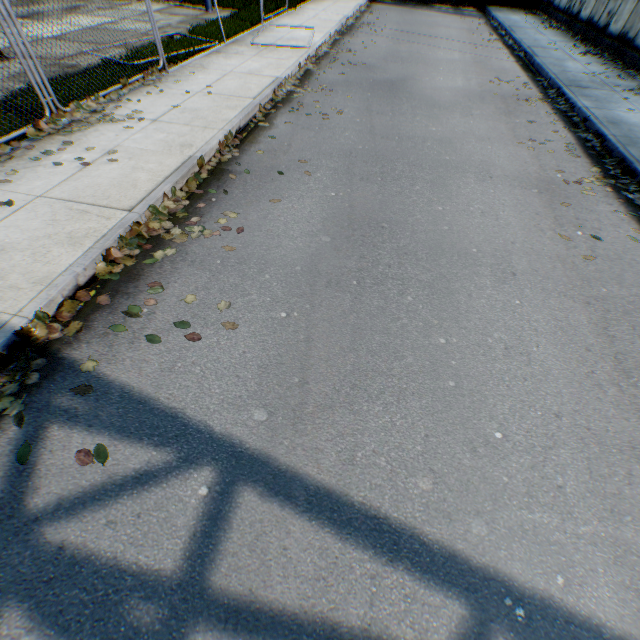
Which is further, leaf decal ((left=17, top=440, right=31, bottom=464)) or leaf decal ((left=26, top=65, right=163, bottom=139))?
leaf decal ((left=26, top=65, right=163, bottom=139))

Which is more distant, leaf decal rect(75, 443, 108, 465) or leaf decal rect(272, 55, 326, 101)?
leaf decal rect(272, 55, 326, 101)

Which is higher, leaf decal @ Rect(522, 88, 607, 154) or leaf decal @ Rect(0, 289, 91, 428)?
leaf decal @ Rect(522, 88, 607, 154)

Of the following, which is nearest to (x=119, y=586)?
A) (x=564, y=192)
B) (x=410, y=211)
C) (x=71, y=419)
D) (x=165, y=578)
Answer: (x=165, y=578)

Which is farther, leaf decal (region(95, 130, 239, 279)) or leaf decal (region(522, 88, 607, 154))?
leaf decal (region(522, 88, 607, 154))

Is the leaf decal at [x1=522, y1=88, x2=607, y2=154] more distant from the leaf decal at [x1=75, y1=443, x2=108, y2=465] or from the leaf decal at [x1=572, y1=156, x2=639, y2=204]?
the leaf decal at [x1=75, y1=443, x2=108, y2=465]

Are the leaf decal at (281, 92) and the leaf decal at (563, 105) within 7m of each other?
yes

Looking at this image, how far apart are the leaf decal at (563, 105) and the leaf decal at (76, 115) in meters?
8.7
